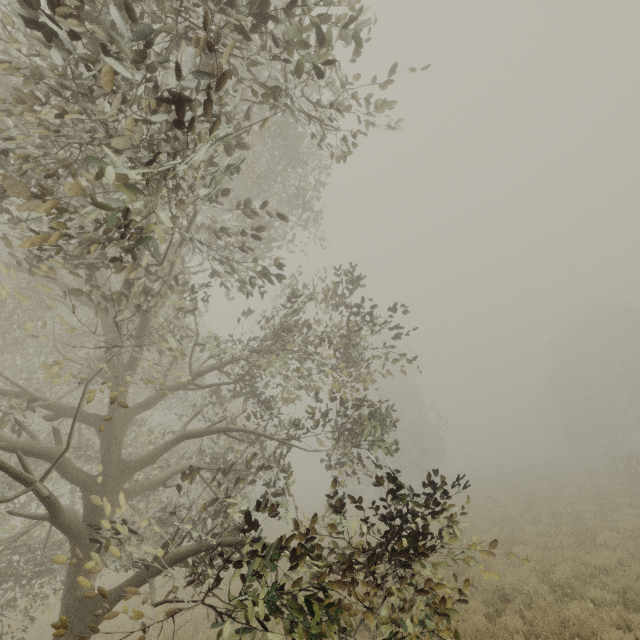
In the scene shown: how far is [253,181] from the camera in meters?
8.8 m
